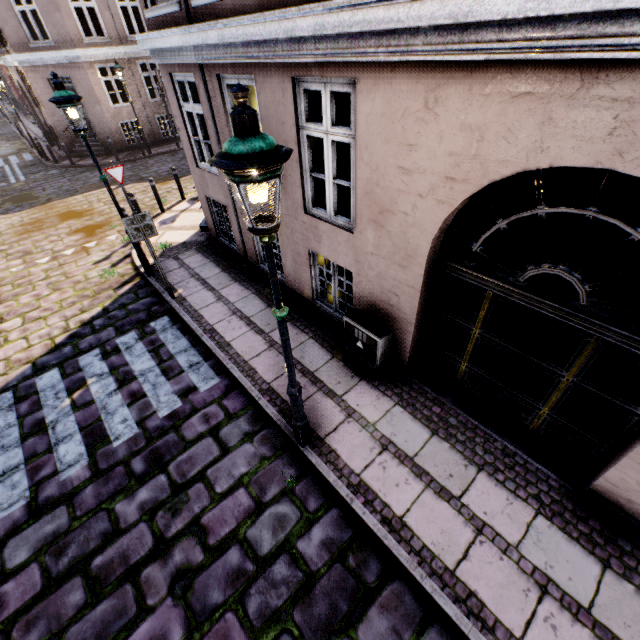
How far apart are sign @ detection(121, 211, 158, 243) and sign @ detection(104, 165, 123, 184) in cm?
419

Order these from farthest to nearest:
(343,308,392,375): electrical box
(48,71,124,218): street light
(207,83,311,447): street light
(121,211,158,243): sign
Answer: (121,211,158,243): sign, (48,71,124,218): street light, (343,308,392,375): electrical box, (207,83,311,447): street light

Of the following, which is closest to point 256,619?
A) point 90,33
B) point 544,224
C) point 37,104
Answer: point 544,224

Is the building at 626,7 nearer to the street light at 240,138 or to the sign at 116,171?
the street light at 240,138

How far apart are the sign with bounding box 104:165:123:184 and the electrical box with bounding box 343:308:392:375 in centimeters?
809cm

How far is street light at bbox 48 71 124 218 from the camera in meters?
5.4

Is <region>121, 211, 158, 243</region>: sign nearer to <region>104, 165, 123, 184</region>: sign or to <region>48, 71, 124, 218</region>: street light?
<region>48, 71, 124, 218</region>: street light

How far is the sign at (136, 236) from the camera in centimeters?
592cm
